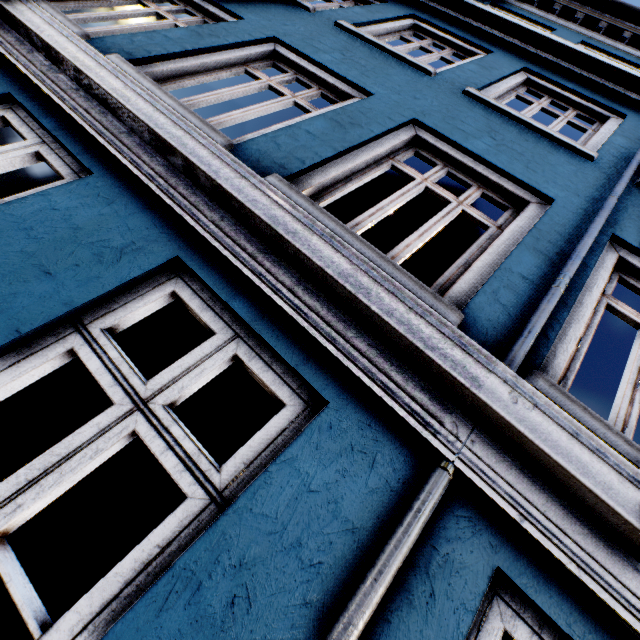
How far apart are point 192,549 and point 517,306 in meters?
2.1
